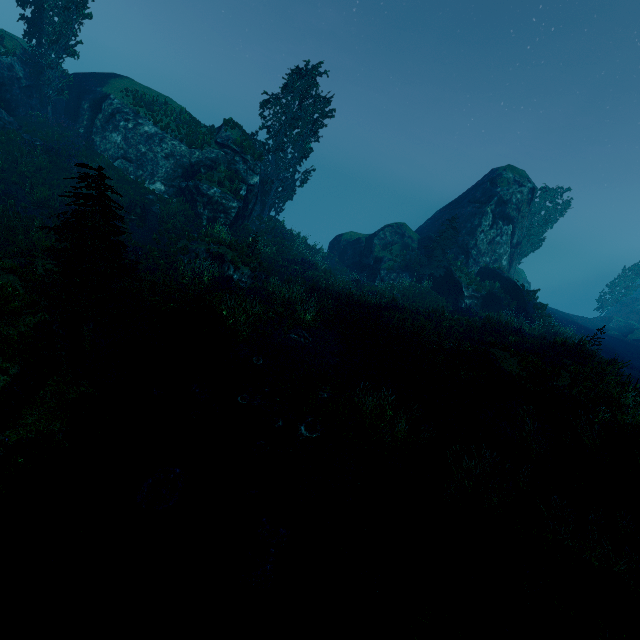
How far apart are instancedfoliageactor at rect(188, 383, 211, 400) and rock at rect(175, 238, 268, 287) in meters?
8.2 m

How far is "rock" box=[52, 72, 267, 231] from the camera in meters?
23.4

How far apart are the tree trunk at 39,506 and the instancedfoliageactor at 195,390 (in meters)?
3.23

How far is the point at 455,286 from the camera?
27.88m

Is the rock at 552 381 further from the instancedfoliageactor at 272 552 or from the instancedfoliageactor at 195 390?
the instancedfoliageactor at 195 390

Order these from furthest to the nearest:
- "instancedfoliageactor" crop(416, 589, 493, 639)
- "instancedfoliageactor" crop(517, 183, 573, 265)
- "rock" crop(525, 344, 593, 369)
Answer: "instancedfoliageactor" crop(517, 183, 573, 265) < "rock" crop(525, 344, 593, 369) < "instancedfoliageactor" crop(416, 589, 493, 639)

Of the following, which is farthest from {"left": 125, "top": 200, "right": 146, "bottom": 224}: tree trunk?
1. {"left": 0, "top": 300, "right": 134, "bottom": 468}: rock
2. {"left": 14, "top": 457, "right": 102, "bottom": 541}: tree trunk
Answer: {"left": 14, "top": 457, "right": 102, "bottom": 541}: tree trunk

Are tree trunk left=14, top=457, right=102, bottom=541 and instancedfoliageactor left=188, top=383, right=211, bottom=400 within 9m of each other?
yes
